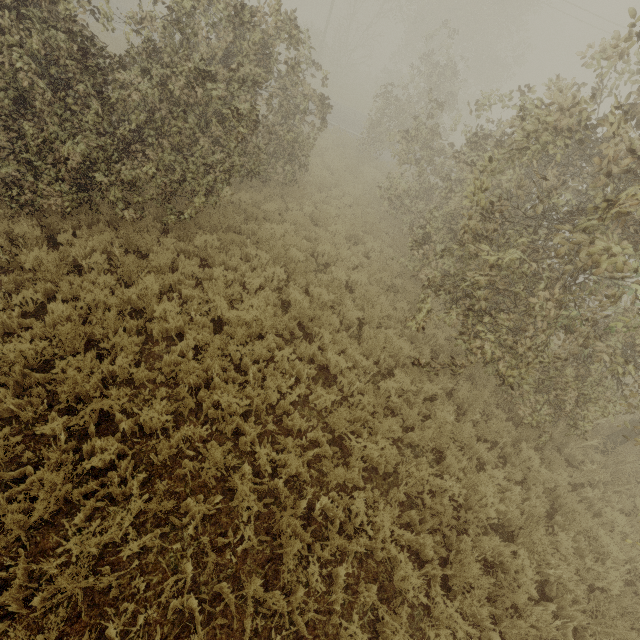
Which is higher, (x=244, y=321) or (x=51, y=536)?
(x=244, y=321)
